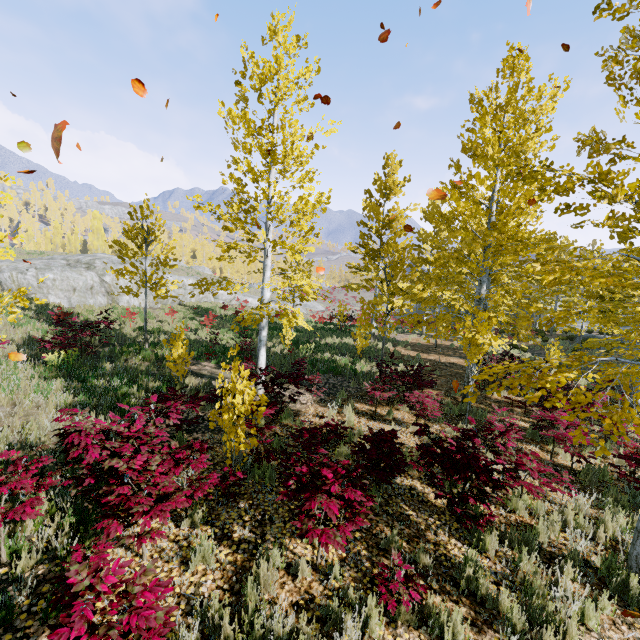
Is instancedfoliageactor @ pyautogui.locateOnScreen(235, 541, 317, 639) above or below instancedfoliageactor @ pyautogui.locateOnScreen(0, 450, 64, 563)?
below

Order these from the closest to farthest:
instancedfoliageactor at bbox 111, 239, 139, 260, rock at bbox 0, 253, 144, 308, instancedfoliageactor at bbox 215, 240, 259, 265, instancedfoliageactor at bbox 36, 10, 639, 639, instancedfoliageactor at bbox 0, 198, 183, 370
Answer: instancedfoliageactor at bbox 36, 10, 639, 639 → instancedfoliageactor at bbox 215, 240, 259, 265 → instancedfoliageactor at bbox 0, 198, 183, 370 → instancedfoliageactor at bbox 111, 239, 139, 260 → rock at bbox 0, 253, 144, 308

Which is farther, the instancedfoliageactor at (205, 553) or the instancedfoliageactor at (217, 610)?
the instancedfoliageactor at (205, 553)

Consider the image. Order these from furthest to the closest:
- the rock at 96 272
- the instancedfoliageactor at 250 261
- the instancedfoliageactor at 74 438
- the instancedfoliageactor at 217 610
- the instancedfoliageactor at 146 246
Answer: the rock at 96 272 → the instancedfoliageactor at 146 246 → the instancedfoliageactor at 250 261 → the instancedfoliageactor at 74 438 → the instancedfoliageactor at 217 610

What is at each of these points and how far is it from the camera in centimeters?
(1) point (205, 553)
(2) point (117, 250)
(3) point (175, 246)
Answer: (1) instancedfoliageactor, 392cm
(2) instancedfoliageactor, 1323cm
(3) instancedfoliageactor, 1317cm

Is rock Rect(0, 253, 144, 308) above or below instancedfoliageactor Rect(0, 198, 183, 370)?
below

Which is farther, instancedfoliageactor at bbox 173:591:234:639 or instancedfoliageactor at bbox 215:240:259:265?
instancedfoliageactor at bbox 215:240:259:265
